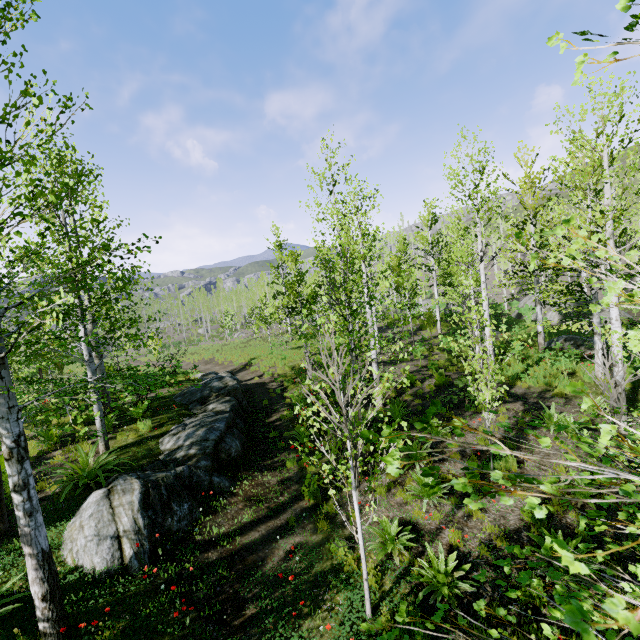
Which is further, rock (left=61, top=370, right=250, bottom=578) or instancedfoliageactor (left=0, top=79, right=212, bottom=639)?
rock (left=61, top=370, right=250, bottom=578)

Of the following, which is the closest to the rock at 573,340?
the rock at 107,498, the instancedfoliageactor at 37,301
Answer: the instancedfoliageactor at 37,301

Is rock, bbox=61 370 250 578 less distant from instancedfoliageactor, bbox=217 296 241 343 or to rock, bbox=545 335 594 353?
instancedfoliageactor, bbox=217 296 241 343

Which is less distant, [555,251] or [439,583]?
[439,583]

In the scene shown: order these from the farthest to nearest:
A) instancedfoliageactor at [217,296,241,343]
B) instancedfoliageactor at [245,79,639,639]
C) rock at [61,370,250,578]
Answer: instancedfoliageactor at [217,296,241,343] < rock at [61,370,250,578] < instancedfoliageactor at [245,79,639,639]

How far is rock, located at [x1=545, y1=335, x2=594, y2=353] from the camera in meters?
17.0 m

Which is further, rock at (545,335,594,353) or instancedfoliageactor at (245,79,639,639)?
rock at (545,335,594,353)

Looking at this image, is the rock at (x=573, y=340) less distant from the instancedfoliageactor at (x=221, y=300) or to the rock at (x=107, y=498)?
the instancedfoliageactor at (x=221, y=300)
